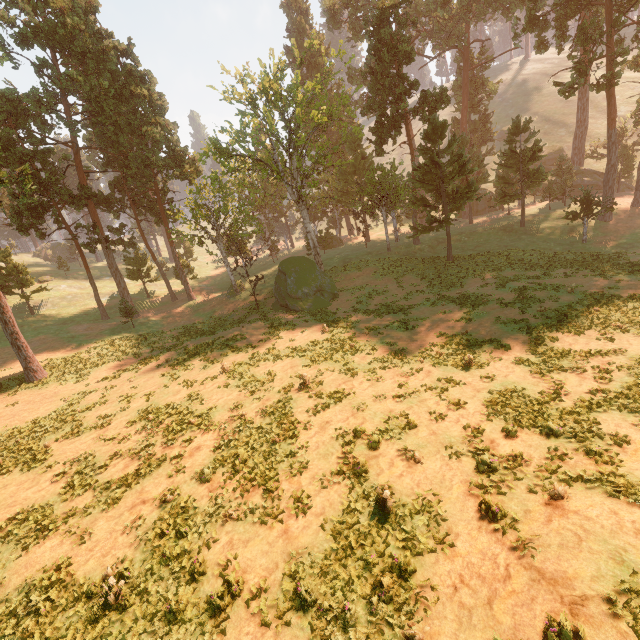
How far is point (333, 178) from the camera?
54.25m

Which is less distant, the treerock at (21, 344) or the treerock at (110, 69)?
the treerock at (21, 344)

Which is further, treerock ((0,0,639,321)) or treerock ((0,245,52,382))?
treerock ((0,0,639,321))
